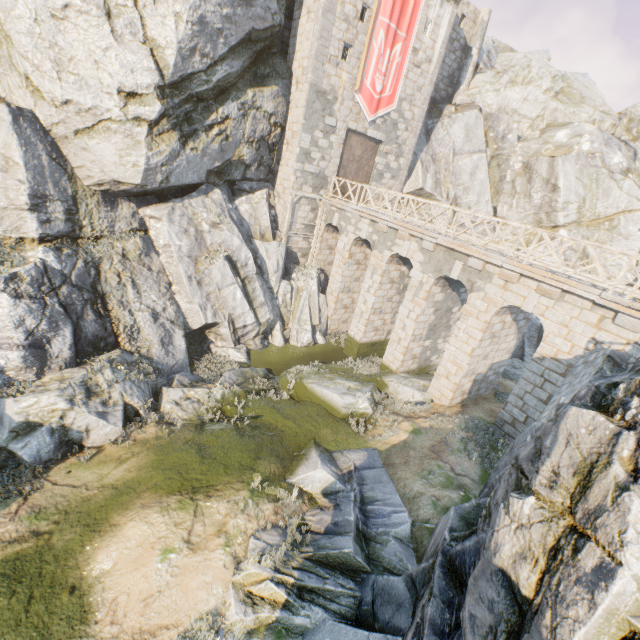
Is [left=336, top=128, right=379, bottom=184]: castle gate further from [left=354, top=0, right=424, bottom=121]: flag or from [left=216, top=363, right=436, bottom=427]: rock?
[left=216, top=363, right=436, bottom=427]: rock

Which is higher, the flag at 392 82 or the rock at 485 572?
the flag at 392 82

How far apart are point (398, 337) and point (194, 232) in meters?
11.5

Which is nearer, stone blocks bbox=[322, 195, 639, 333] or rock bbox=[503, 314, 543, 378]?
stone blocks bbox=[322, 195, 639, 333]

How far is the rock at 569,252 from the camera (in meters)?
23.45

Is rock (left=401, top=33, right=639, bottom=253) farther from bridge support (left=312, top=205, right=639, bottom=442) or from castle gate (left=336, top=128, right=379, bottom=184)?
castle gate (left=336, top=128, right=379, bottom=184)

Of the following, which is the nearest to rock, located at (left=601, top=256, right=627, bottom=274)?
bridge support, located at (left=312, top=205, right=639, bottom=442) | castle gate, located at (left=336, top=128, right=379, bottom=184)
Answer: Result: bridge support, located at (left=312, top=205, right=639, bottom=442)
